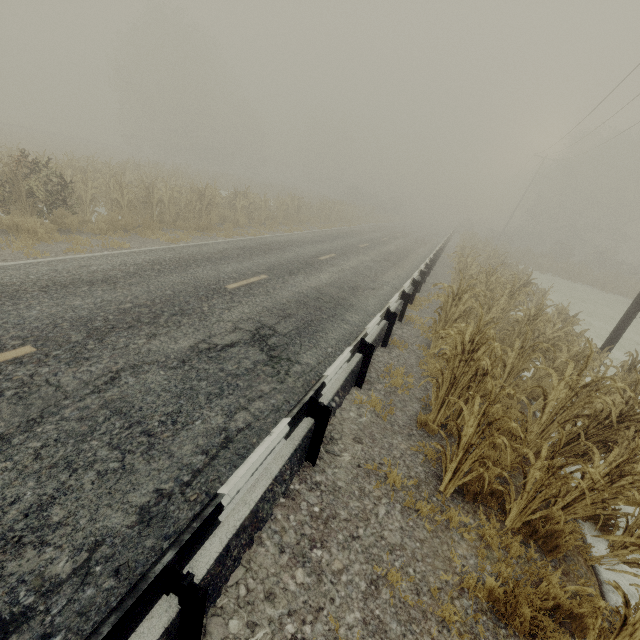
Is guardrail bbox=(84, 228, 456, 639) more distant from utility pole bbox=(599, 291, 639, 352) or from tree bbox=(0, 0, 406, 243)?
utility pole bbox=(599, 291, 639, 352)

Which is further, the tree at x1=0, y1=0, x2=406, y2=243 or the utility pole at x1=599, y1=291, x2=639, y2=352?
the tree at x1=0, y1=0, x2=406, y2=243

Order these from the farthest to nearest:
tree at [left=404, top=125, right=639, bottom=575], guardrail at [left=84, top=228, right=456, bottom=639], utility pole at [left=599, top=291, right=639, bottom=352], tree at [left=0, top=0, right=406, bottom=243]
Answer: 1. tree at [left=0, top=0, right=406, bottom=243]
2. utility pole at [left=599, top=291, right=639, bottom=352]
3. tree at [left=404, top=125, right=639, bottom=575]
4. guardrail at [left=84, top=228, right=456, bottom=639]

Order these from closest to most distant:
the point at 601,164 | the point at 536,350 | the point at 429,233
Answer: the point at 536,350 < the point at 429,233 < the point at 601,164

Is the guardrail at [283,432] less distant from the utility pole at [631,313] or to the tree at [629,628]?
the tree at [629,628]

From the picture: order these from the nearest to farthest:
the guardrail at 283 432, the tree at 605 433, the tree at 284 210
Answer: the guardrail at 283 432, the tree at 605 433, the tree at 284 210
